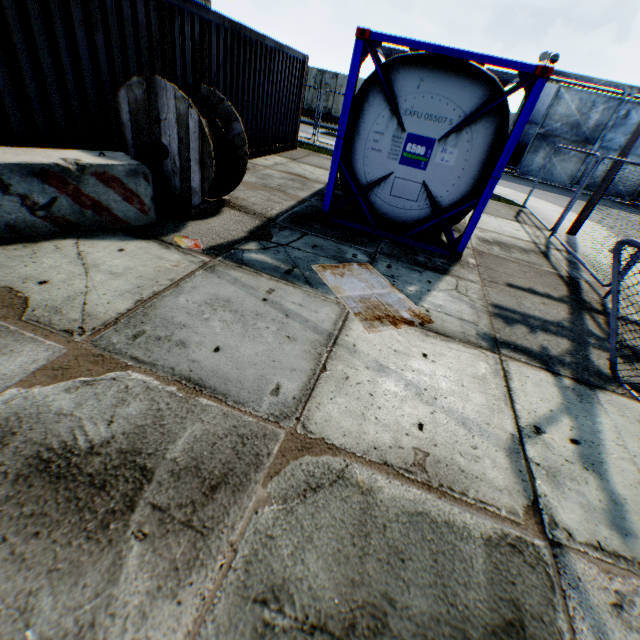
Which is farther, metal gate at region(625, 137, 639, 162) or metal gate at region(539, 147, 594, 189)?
metal gate at region(539, 147, 594, 189)

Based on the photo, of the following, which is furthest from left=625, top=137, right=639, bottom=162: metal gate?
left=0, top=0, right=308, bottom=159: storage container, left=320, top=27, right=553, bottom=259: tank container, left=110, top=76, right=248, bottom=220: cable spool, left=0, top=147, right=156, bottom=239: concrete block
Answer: left=0, top=147, right=156, bottom=239: concrete block

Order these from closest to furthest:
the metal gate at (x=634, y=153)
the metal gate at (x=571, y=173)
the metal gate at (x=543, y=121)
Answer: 1. the metal gate at (x=543, y=121)
2. the metal gate at (x=634, y=153)
3. the metal gate at (x=571, y=173)

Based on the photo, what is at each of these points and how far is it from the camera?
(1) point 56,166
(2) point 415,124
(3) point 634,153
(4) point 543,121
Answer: (1) concrete block, 3.8 meters
(2) tank container, 5.4 meters
(3) metal gate, 22.0 meters
(4) metal gate, 22.5 meters

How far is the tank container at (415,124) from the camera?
Result: 5.0m

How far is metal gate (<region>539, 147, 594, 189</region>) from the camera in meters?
22.9

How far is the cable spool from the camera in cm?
454

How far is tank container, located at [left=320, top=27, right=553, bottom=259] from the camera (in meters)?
5.03
